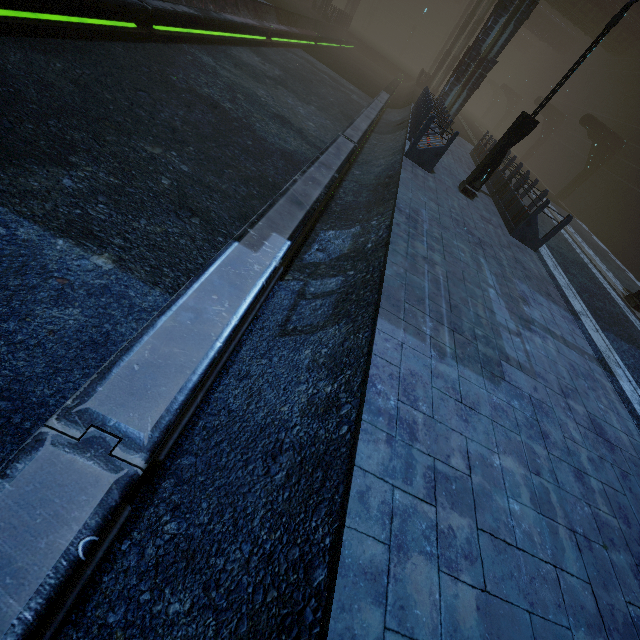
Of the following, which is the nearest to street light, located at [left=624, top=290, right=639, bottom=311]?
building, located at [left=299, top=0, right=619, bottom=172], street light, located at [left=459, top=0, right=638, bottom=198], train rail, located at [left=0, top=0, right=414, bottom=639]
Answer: building, located at [left=299, top=0, right=619, bottom=172]

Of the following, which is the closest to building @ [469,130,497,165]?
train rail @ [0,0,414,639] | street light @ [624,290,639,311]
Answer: train rail @ [0,0,414,639]

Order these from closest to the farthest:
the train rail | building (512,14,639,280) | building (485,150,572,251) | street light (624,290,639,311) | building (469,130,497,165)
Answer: the train rail, building (485,150,572,251), street light (624,290,639,311), building (469,130,497,165), building (512,14,639,280)

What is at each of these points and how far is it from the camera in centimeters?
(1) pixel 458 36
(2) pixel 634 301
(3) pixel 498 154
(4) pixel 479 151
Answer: (1) building, 3016cm
(2) street light, 1138cm
(3) street light, 950cm
(4) building, 1656cm

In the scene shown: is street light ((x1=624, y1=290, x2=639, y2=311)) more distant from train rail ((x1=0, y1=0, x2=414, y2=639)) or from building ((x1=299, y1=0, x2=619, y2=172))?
train rail ((x1=0, y1=0, x2=414, y2=639))

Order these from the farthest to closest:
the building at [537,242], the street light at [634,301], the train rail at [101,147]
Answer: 1. the street light at [634,301]
2. the building at [537,242]
3. the train rail at [101,147]

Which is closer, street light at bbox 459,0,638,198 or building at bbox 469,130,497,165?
street light at bbox 459,0,638,198

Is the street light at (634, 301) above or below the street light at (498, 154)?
below
